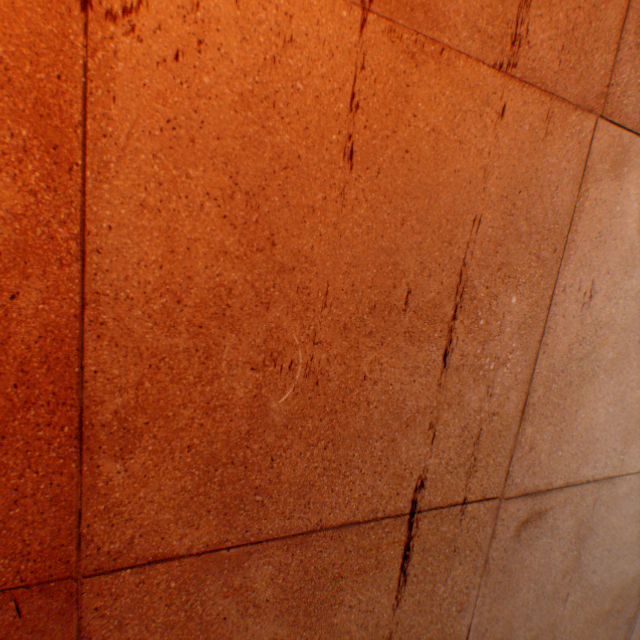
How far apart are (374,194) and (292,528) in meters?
1.0
